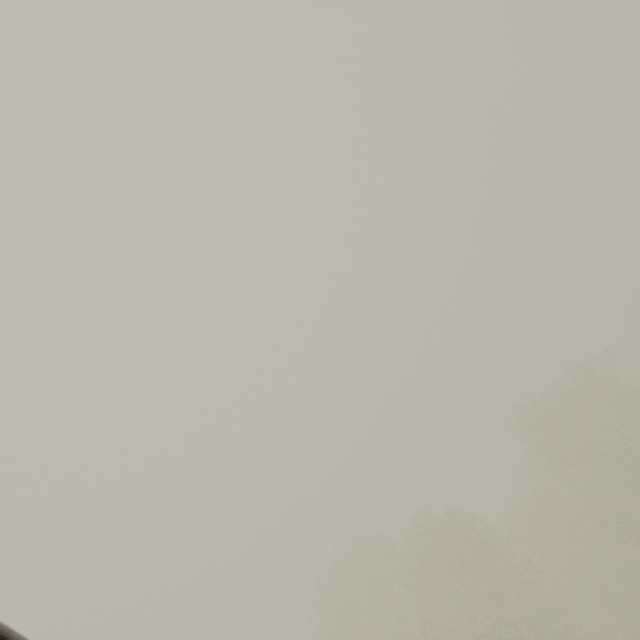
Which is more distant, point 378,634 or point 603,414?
point 603,414
